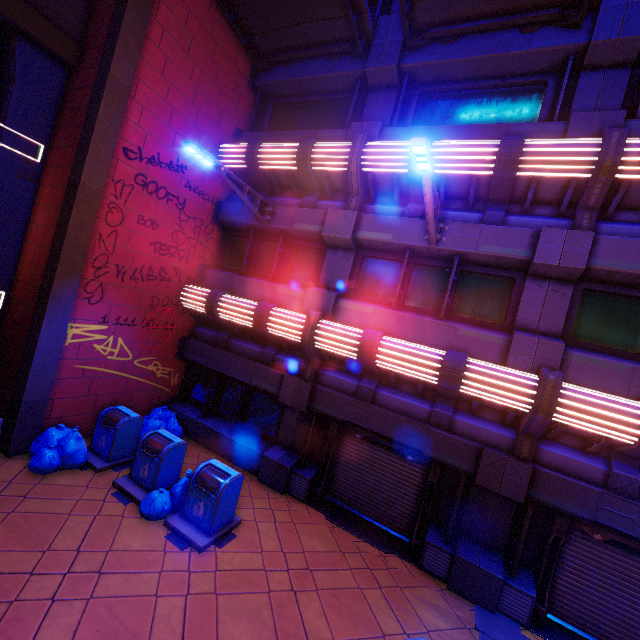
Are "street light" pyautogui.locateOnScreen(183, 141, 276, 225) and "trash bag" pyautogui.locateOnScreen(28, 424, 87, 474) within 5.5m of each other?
no

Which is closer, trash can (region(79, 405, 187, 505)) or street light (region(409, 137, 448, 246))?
street light (region(409, 137, 448, 246))

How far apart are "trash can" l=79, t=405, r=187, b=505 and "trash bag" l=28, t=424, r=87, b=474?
0.87m

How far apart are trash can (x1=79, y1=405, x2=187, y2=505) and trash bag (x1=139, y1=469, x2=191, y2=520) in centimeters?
2cm

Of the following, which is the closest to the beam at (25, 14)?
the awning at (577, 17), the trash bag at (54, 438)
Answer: the awning at (577, 17)

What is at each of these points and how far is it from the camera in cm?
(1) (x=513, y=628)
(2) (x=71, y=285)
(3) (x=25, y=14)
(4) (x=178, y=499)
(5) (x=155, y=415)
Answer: (1) pillar, 598
(2) column, 735
(3) beam, 705
(4) trash bag, 659
(5) trash bag, 959

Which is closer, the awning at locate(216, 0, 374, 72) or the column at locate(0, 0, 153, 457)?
the column at locate(0, 0, 153, 457)

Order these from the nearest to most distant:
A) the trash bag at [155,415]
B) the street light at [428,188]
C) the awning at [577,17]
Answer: the street light at [428,188] < the awning at [577,17] < the trash bag at [155,415]
